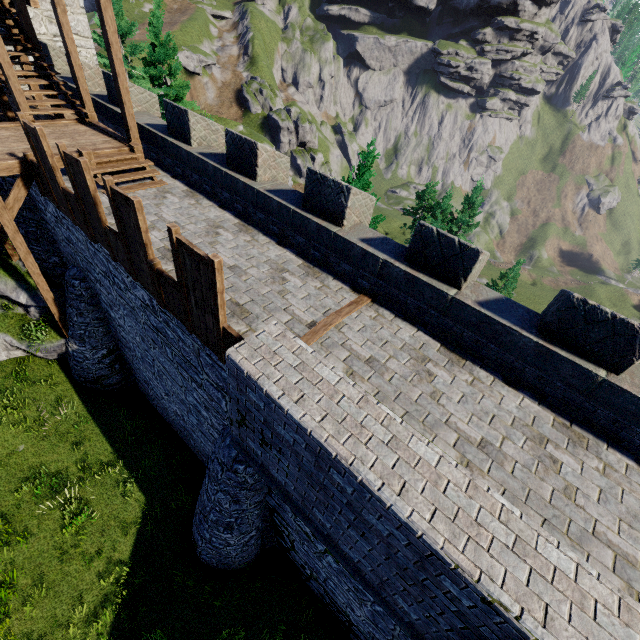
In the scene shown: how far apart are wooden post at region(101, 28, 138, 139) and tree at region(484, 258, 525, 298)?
39.1m

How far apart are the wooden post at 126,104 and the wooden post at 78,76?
2.6m

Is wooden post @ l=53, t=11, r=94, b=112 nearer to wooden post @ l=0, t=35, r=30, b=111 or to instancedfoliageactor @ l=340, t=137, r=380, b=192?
wooden post @ l=0, t=35, r=30, b=111

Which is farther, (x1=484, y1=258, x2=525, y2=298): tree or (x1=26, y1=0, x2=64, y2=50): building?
(x1=484, y1=258, x2=525, y2=298): tree

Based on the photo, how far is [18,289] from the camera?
11.59m

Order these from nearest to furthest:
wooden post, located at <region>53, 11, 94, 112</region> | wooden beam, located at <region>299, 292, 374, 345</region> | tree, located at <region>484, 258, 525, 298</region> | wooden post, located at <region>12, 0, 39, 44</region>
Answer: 1. wooden beam, located at <region>299, 292, 374, 345</region>
2. wooden post, located at <region>53, 11, 94, 112</region>
3. wooden post, located at <region>12, 0, 39, 44</region>
4. tree, located at <region>484, 258, 525, 298</region>

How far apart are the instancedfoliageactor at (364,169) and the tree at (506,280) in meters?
29.5 m

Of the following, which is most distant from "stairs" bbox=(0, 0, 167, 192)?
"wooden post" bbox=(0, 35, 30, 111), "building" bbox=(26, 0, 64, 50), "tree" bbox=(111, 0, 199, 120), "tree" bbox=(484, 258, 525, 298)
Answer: "tree" bbox=(484, 258, 525, 298)
